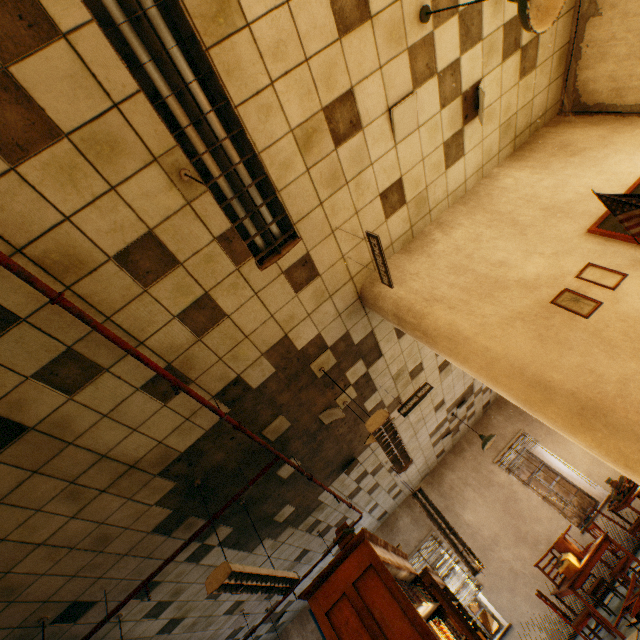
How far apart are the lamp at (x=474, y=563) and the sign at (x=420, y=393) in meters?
2.5

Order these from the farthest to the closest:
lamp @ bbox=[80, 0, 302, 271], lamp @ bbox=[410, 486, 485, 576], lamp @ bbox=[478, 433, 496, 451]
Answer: lamp @ bbox=[478, 433, 496, 451] → lamp @ bbox=[410, 486, 485, 576] → lamp @ bbox=[80, 0, 302, 271]

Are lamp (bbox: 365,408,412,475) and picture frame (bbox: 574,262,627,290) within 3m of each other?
yes

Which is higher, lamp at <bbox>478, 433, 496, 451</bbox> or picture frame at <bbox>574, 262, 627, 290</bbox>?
lamp at <bbox>478, 433, 496, 451</bbox>

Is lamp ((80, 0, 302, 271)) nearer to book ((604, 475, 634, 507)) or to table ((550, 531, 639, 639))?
table ((550, 531, 639, 639))

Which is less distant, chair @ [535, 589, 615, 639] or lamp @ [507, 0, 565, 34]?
lamp @ [507, 0, 565, 34]

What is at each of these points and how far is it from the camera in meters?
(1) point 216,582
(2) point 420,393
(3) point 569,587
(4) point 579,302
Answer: (1) lamp, 2.8 m
(2) sign, 4.9 m
(3) table, 5.1 m
(4) picture frame, 2.7 m

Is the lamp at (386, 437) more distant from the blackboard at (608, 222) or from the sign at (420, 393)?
the blackboard at (608, 222)
